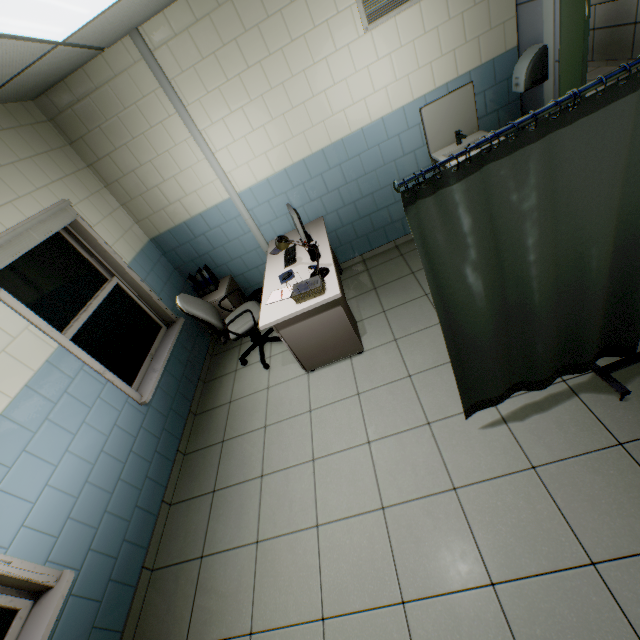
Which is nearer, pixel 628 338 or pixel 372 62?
pixel 628 338

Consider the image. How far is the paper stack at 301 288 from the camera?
2.8 meters

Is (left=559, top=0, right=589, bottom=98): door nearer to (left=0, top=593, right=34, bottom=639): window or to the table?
the table

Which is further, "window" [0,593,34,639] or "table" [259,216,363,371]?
"table" [259,216,363,371]

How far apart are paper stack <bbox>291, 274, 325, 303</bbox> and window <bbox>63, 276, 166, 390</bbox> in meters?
1.9 m

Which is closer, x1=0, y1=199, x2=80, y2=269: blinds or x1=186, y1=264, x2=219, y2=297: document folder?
x1=0, y1=199, x2=80, y2=269: blinds

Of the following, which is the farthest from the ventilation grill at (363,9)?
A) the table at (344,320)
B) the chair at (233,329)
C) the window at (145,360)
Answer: the window at (145,360)

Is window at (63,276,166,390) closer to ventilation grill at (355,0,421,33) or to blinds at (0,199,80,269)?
blinds at (0,199,80,269)
